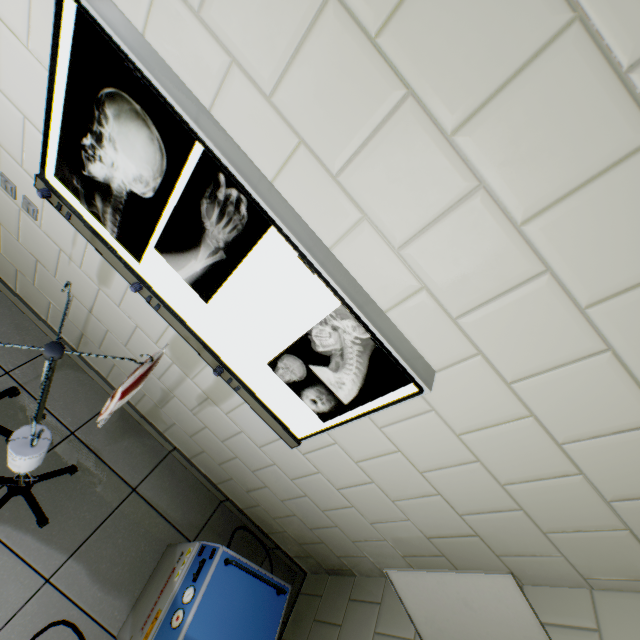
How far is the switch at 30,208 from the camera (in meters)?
1.43

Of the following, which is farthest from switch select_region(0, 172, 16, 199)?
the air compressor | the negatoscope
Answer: the air compressor

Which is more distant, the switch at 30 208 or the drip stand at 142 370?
the switch at 30 208

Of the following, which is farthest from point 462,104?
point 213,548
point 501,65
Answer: point 213,548

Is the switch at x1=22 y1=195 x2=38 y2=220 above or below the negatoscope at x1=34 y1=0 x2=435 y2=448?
below

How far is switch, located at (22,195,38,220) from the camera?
1.43m

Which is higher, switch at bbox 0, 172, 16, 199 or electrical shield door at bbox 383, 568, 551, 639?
electrical shield door at bbox 383, 568, 551, 639
